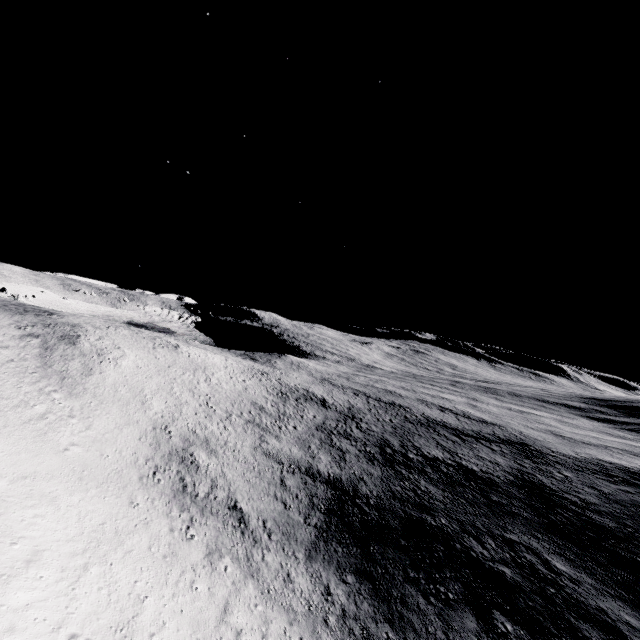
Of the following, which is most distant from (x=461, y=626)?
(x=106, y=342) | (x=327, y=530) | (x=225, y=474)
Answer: (x=106, y=342)
